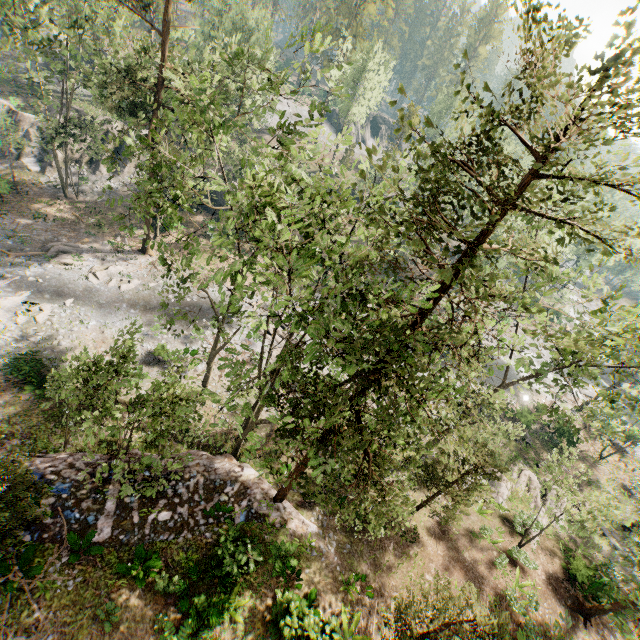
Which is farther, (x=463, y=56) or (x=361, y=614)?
(x=361, y=614)

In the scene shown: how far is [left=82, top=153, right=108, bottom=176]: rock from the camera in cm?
3759

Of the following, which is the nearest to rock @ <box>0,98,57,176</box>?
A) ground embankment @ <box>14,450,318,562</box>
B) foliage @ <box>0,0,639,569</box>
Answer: foliage @ <box>0,0,639,569</box>

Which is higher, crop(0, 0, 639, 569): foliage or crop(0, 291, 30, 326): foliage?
crop(0, 0, 639, 569): foliage

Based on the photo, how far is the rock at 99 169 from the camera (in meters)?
37.59

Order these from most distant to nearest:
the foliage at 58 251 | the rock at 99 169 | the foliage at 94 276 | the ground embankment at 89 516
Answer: the rock at 99 169 < the foliage at 94 276 < the foliage at 58 251 < the ground embankment at 89 516

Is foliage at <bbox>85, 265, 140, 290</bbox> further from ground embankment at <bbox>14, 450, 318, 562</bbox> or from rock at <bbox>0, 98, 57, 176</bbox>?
rock at <bbox>0, 98, 57, 176</bbox>

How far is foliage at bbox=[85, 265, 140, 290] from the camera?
28.3 meters
